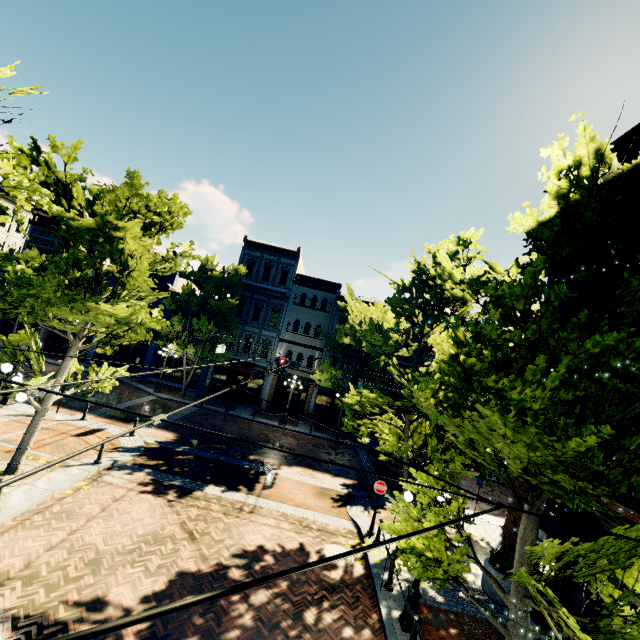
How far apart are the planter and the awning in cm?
1987

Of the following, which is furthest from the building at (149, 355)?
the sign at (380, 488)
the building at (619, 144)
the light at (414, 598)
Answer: the light at (414, 598)

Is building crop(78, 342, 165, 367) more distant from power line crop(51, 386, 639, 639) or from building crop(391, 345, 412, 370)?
power line crop(51, 386, 639, 639)

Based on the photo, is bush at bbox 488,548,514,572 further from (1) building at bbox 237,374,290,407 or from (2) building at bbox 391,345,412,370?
(1) building at bbox 237,374,290,407

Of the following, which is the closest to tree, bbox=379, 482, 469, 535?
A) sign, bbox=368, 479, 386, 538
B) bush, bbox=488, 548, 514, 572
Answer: sign, bbox=368, 479, 386, 538

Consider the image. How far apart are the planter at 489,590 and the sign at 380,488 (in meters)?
3.47

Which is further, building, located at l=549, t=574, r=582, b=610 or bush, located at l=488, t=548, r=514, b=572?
bush, located at l=488, t=548, r=514, b=572

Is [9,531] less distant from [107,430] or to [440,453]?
[107,430]
